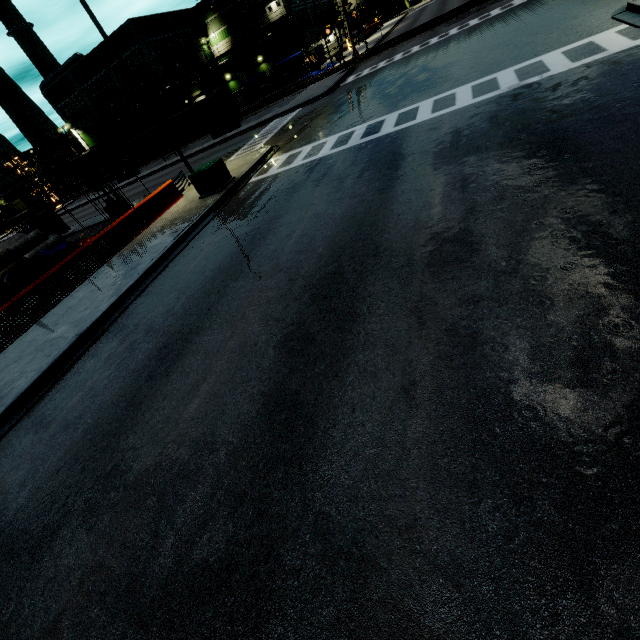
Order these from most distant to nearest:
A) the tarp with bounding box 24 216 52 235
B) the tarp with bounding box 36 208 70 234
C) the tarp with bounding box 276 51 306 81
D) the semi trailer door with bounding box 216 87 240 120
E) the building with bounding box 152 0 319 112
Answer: the building with bounding box 152 0 319 112 → the tarp with bounding box 276 51 306 81 → the semi trailer door with bounding box 216 87 240 120 → the tarp with bounding box 24 216 52 235 → the tarp with bounding box 36 208 70 234

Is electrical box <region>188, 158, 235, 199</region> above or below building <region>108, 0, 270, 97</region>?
below

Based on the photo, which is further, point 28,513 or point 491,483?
point 28,513

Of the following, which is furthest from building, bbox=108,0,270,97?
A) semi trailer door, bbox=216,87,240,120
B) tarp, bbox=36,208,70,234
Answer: semi trailer door, bbox=216,87,240,120

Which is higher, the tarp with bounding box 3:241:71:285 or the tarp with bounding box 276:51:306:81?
the tarp with bounding box 276:51:306:81

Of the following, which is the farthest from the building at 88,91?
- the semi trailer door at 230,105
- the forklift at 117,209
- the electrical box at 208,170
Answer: the forklift at 117,209

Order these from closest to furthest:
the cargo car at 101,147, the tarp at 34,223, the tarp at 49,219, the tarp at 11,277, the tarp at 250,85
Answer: the tarp at 11,277 → the tarp at 49,219 → the tarp at 34,223 → the tarp at 250,85 → the cargo car at 101,147

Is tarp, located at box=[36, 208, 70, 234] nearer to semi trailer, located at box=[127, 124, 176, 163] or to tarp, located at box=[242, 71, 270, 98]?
semi trailer, located at box=[127, 124, 176, 163]
